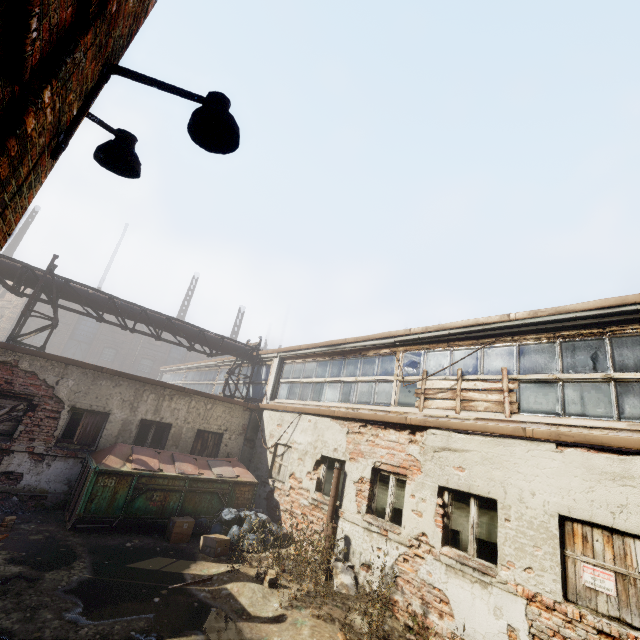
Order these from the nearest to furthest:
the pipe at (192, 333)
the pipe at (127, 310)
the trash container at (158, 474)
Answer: the trash container at (158, 474), the pipe at (127, 310), the pipe at (192, 333)

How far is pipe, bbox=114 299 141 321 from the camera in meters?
12.2 m

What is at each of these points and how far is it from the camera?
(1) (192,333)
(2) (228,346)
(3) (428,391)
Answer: (1) pipe, 13.8m
(2) pipe, 14.7m
(3) pallet, 8.0m

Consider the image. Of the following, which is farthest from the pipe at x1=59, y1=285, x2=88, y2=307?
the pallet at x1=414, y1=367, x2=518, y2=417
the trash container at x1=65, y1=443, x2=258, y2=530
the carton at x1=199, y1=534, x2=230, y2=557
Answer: the carton at x1=199, y1=534, x2=230, y2=557

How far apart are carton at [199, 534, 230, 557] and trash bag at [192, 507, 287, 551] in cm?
3

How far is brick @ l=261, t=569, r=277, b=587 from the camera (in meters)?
6.39

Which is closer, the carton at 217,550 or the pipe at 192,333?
the carton at 217,550

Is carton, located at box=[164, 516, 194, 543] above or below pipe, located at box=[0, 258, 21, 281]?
below
